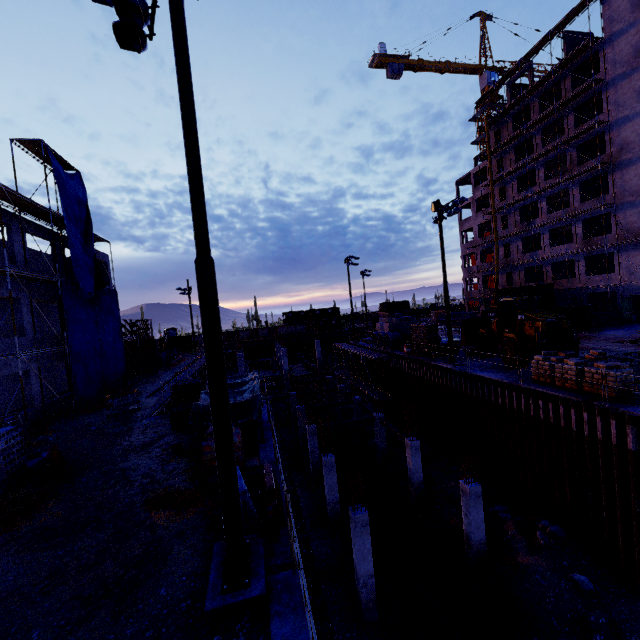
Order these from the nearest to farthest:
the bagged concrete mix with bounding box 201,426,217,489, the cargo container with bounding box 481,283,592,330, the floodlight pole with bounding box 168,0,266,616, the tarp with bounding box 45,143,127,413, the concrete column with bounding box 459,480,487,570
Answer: the floodlight pole with bounding box 168,0,266,616, the bagged concrete mix with bounding box 201,426,217,489, the concrete column with bounding box 459,480,487,570, the tarp with bounding box 45,143,127,413, the cargo container with bounding box 481,283,592,330

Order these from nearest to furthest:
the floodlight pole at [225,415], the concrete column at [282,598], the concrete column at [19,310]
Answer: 1. the concrete column at [282,598]
2. the floodlight pole at [225,415]
3. the concrete column at [19,310]

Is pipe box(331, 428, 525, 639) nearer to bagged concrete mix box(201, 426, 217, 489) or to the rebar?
the rebar

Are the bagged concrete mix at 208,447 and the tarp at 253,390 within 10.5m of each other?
yes

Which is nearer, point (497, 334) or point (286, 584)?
point (286, 584)

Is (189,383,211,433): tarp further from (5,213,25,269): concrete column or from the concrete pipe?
the concrete pipe

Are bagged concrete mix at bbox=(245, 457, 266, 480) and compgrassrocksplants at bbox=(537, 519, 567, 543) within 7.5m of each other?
no

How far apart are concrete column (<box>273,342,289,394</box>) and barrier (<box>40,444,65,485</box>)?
29.88m
